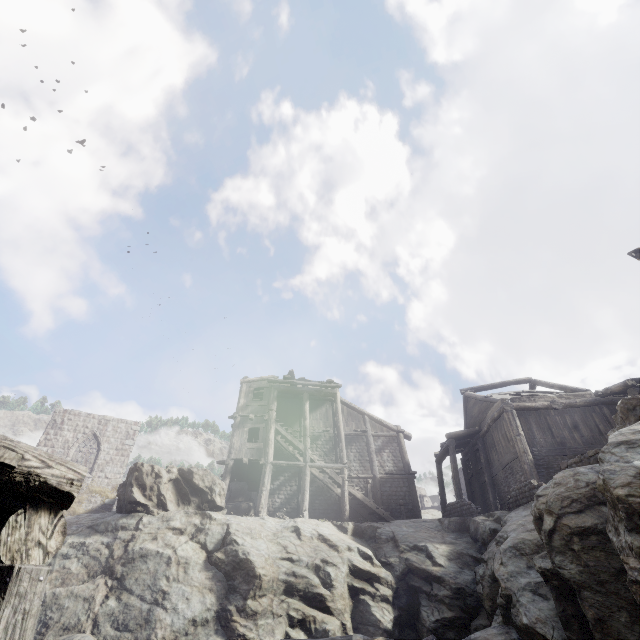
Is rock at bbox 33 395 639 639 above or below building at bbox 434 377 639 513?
below

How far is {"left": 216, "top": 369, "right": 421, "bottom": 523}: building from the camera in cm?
1912

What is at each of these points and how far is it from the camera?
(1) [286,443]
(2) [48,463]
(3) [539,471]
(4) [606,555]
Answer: (1) building, 22.05m
(2) building, 3.49m
(3) building, 15.73m
(4) rock, 5.94m

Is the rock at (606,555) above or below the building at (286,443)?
below

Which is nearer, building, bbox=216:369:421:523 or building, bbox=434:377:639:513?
building, bbox=434:377:639:513

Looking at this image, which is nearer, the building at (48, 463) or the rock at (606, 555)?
the building at (48, 463)

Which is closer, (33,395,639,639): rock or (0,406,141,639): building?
(0,406,141,639): building
